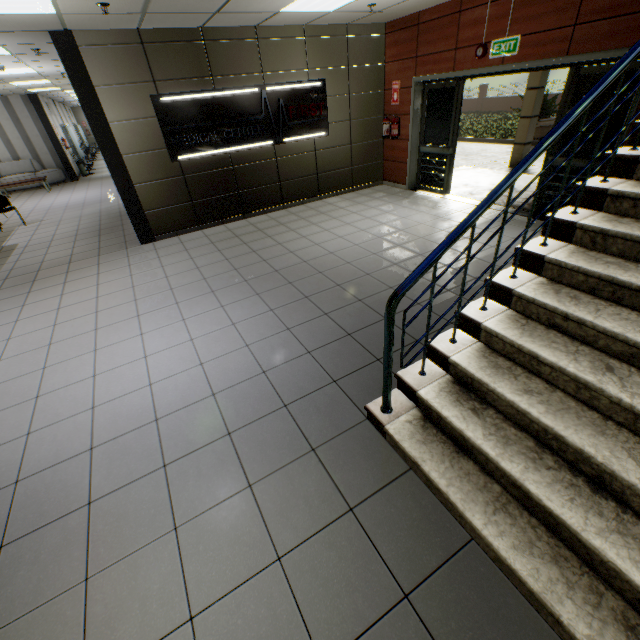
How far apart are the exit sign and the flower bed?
12.3m

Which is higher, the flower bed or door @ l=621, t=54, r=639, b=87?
door @ l=621, t=54, r=639, b=87

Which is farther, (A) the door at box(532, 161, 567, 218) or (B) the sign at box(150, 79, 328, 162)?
(B) the sign at box(150, 79, 328, 162)

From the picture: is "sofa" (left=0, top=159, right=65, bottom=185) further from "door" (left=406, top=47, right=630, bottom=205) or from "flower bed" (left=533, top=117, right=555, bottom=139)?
"flower bed" (left=533, top=117, right=555, bottom=139)

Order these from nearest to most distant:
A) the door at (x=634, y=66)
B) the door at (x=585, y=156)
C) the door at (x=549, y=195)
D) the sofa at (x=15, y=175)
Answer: the door at (x=634, y=66)
the door at (x=585, y=156)
the door at (x=549, y=195)
the sofa at (x=15, y=175)

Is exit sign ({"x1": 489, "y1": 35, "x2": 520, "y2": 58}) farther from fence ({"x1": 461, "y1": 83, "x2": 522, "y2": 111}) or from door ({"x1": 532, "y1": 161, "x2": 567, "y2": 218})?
fence ({"x1": 461, "y1": 83, "x2": 522, "y2": 111})

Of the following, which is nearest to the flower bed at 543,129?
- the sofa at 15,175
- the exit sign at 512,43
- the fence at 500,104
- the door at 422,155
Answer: the door at 422,155

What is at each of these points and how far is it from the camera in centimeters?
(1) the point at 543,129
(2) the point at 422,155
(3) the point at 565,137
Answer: (1) flower bed, 1465cm
(2) door, 763cm
(3) door, 510cm
